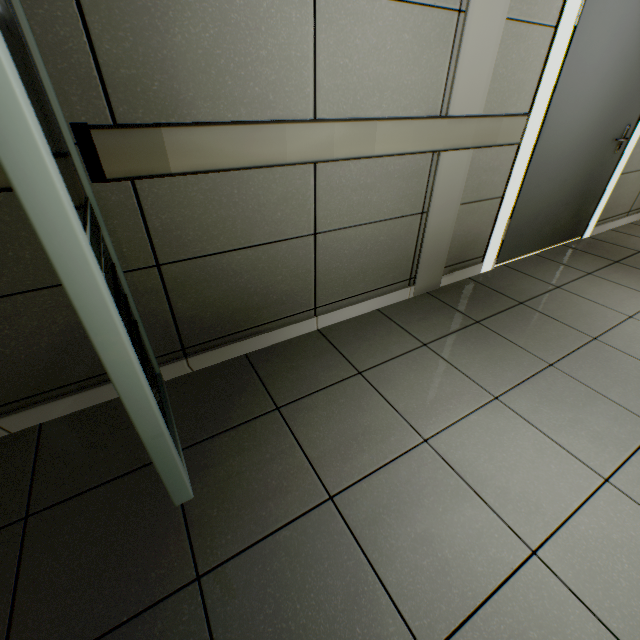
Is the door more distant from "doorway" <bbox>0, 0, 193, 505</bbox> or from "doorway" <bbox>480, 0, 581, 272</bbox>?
"doorway" <bbox>0, 0, 193, 505</bbox>

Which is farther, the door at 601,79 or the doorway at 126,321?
the door at 601,79

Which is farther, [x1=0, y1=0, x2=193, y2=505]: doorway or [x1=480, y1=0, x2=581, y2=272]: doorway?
[x1=480, y1=0, x2=581, y2=272]: doorway

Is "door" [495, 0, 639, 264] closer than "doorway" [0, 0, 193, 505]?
No

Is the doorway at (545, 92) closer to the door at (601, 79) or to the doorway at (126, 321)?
the door at (601, 79)

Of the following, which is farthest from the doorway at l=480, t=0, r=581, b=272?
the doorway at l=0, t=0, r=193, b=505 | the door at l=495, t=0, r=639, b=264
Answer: the doorway at l=0, t=0, r=193, b=505

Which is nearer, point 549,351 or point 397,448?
point 397,448
